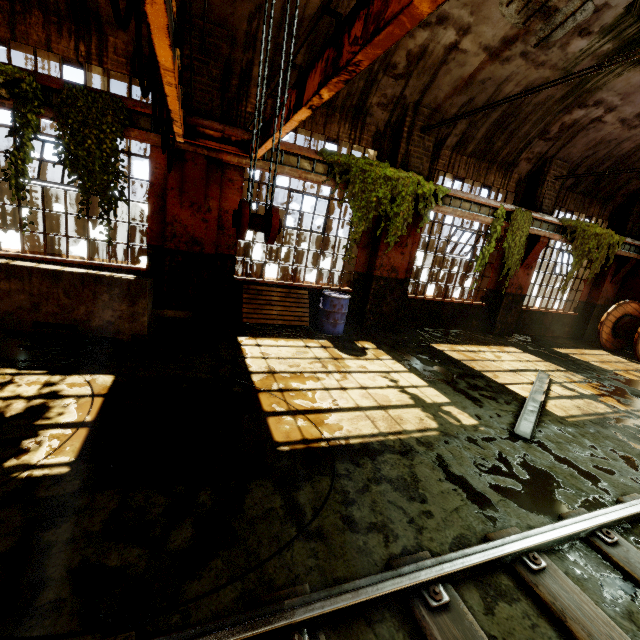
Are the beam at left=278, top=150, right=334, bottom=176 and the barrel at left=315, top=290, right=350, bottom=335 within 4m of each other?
yes

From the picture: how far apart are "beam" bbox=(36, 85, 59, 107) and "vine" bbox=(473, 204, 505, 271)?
9.5 meters

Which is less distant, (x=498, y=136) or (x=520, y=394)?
(x=520, y=394)

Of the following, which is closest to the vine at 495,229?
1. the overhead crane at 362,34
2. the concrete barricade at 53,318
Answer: the overhead crane at 362,34

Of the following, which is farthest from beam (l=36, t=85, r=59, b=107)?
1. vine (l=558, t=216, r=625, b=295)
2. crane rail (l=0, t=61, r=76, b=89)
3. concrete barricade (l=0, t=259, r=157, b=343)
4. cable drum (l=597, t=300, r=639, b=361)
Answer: cable drum (l=597, t=300, r=639, b=361)

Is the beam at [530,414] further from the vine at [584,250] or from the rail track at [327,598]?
the vine at [584,250]

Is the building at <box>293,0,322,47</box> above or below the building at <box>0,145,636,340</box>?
above

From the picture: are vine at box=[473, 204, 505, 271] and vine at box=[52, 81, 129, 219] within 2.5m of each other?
no
